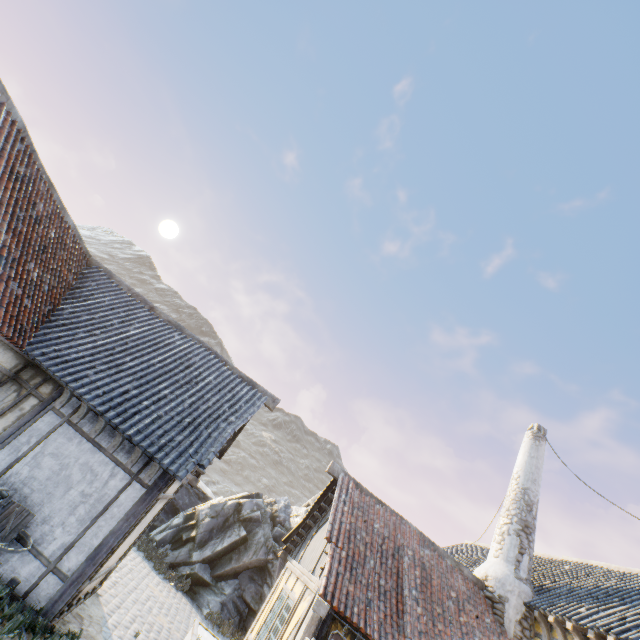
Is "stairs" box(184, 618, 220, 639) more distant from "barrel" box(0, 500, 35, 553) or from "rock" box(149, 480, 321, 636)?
"rock" box(149, 480, 321, 636)

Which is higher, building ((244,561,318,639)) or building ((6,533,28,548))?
building ((244,561,318,639))

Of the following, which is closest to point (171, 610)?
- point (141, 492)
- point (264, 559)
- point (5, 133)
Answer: point (264, 559)

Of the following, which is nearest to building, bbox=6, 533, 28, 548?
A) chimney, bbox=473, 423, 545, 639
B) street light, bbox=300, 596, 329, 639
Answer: street light, bbox=300, 596, 329, 639

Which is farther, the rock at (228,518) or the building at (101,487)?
the rock at (228,518)

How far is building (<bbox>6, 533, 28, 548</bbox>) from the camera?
5.9m

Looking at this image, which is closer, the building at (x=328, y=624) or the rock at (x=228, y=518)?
the building at (x=328, y=624)

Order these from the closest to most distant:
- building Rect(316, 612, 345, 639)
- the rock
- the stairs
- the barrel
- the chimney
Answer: the barrel → building Rect(316, 612, 345, 639) → the stairs → the chimney → the rock
